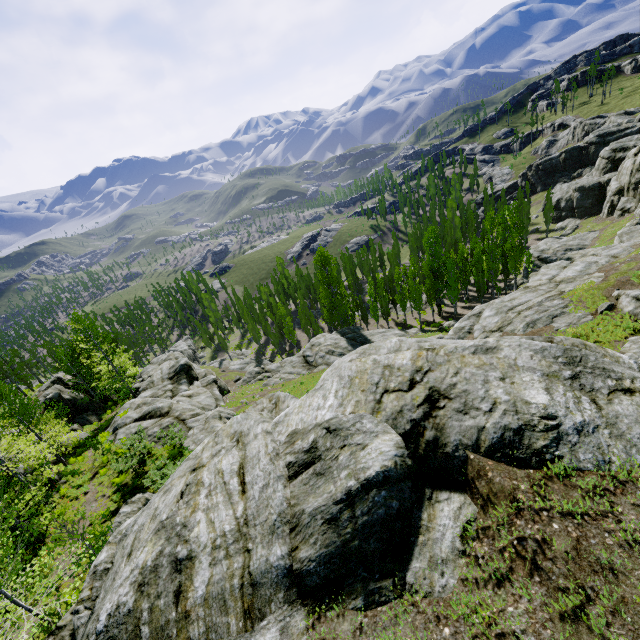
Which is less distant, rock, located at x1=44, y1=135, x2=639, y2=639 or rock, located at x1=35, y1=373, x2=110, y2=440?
rock, located at x1=44, y1=135, x2=639, y2=639

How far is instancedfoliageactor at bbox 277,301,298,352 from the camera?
54.4 meters

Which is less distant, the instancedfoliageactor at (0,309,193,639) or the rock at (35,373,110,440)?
the instancedfoliageactor at (0,309,193,639)

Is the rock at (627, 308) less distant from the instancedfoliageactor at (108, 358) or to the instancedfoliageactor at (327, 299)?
the instancedfoliageactor at (327, 299)

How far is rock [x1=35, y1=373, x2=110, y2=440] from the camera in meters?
31.8

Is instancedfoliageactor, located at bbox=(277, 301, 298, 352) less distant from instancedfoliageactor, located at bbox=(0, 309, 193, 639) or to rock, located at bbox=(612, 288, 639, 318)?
instancedfoliageactor, located at bbox=(0, 309, 193, 639)

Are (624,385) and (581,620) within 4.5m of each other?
yes

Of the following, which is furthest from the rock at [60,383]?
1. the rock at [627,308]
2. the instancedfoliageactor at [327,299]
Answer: the rock at [627,308]
